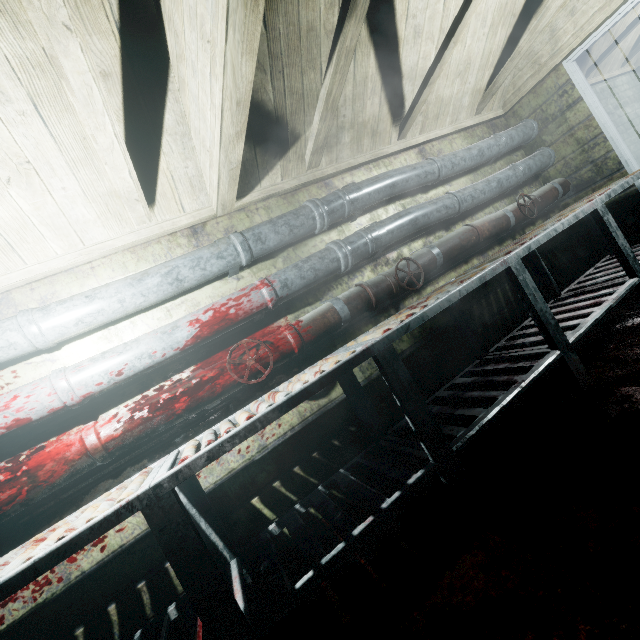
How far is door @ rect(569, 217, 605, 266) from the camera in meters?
3.2

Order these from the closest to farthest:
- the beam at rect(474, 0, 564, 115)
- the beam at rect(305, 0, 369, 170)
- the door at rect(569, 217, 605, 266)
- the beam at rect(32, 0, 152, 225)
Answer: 1. the beam at rect(32, 0, 152, 225)
2. the beam at rect(305, 0, 369, 170)
3. the beam at rect(474, 0, 564, 115)
4. the door at rect(569, 217, 605, 266)

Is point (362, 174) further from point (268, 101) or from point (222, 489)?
point (222, 489)

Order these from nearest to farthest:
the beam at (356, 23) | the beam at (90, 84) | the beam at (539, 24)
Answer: the beam at (90, 84)
the beam at (356, 23)
the beam at (539, 24)

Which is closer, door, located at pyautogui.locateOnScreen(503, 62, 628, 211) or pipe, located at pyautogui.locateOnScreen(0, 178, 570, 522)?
pipe, located at pyautogui.locateOnScreen(0, 178, 570, 522)

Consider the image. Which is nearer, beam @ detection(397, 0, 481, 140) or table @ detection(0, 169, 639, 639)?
table @ detection(0, 169, 639, 639)

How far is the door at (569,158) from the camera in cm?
286

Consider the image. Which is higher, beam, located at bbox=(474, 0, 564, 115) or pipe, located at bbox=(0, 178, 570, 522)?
beam, located at bbox=(474, 0, 564, 115)
